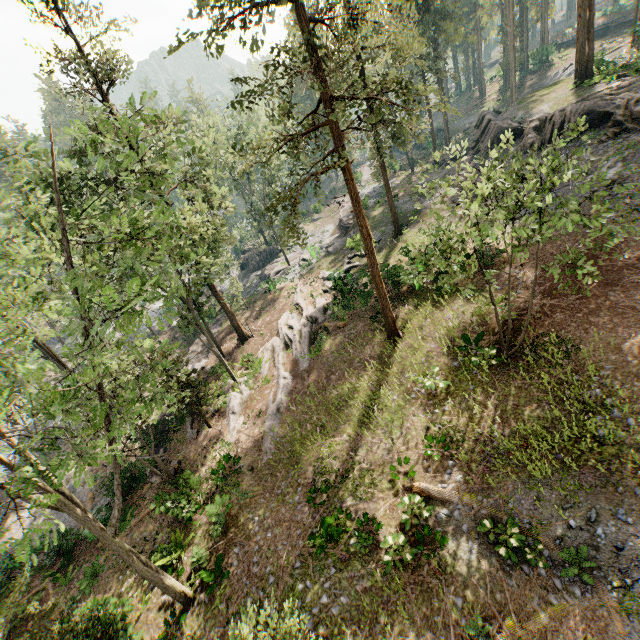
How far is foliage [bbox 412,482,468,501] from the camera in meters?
12.5 m

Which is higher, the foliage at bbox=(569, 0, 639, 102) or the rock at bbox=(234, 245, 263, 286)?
the foliage at bbox=(569, 0, 639, 102)

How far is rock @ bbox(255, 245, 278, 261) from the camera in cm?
4691

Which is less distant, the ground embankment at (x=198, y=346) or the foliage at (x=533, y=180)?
the foliage at (x=533, y=180)

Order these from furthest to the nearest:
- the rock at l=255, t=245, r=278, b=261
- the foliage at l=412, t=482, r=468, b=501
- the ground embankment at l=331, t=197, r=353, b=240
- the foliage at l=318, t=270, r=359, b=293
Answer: the rock at l=255, t=245, r=278, b=261 < the ground embankment at l=331, t=197, r=353, b=240 < the foliage at l=318, t=270, r=359, b=293 < the foliage at l=412, t=482, r=468, b=501

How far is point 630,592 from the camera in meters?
8.9 m

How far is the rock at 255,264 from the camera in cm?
→ 4631

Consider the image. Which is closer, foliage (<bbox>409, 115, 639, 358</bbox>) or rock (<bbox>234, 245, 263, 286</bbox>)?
foliage (<bbox>409, 115, 639, 358</bbox>)
